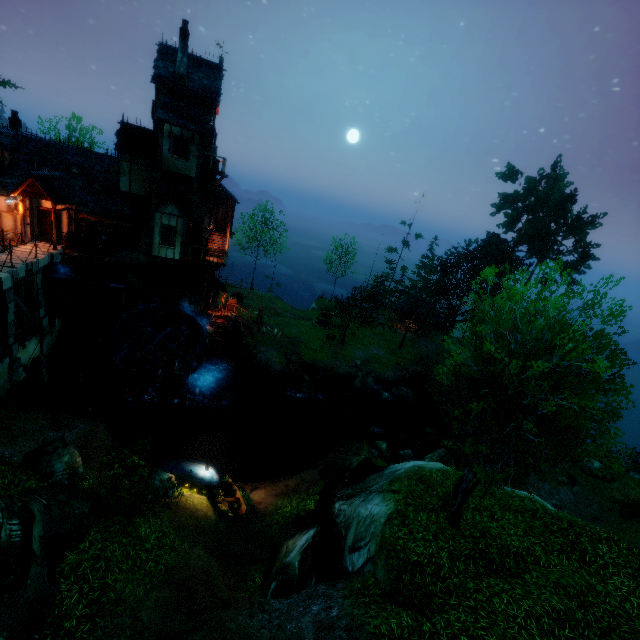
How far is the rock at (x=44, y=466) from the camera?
11.6 meters

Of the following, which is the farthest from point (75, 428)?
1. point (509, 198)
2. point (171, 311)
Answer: point (509, 198)

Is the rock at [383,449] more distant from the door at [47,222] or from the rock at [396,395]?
the door at [47,222]

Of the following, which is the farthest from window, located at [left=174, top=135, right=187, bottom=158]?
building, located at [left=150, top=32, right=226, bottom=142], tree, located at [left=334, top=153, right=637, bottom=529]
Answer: tree, located at [left=334, top=153, right=637, bottom=529]

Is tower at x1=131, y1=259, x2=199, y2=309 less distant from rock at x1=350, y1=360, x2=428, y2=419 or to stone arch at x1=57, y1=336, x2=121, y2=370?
stone arch at x1=57, y1=336, x2=121, y2=370

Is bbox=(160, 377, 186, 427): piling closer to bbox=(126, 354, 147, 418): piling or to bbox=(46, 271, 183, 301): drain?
bbox=(126, 354, 147, 418): piling

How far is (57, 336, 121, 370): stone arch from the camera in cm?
2311

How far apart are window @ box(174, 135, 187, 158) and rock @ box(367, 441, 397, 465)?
22.5 meters
